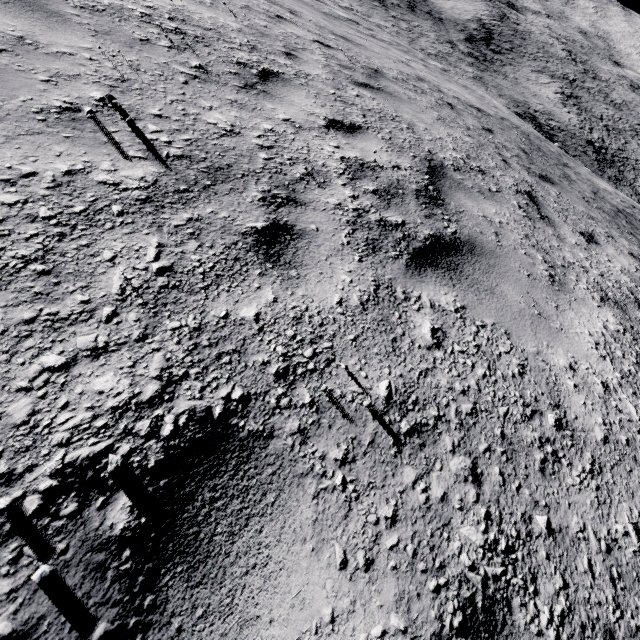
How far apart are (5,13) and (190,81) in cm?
124
